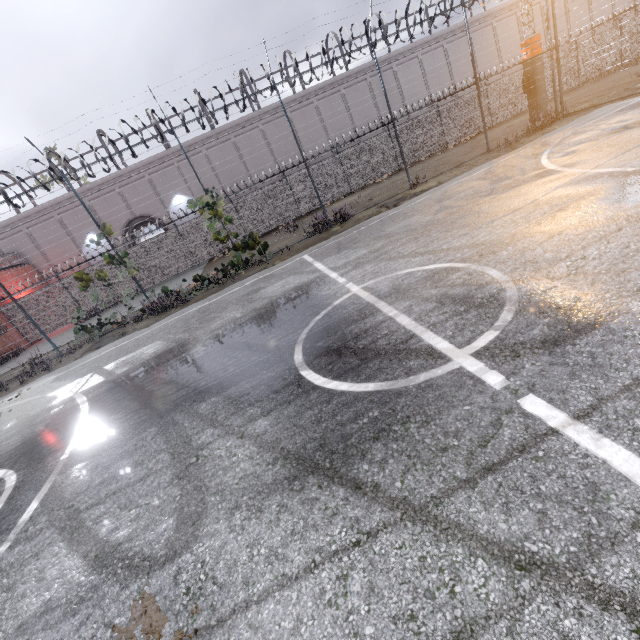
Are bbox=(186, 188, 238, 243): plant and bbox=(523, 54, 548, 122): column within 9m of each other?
no

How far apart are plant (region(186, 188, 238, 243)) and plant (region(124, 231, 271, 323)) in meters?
1.3 m

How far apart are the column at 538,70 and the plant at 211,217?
16.6 meters

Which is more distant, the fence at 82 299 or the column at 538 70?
the column at 538 70

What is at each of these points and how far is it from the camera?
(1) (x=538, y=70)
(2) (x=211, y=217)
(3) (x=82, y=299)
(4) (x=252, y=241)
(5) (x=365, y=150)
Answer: (1) column, 15.9m
(2) plant, 12.3m
(3) fence, 21.1m
(4) plant, 12.9m
(5) fence, 22.4m

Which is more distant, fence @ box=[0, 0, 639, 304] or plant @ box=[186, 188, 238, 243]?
plant @ box=[186, 188, 238, 243]

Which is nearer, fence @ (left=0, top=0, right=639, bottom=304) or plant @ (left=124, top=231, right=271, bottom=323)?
fence @ (left=0, top=0, right=639, bottom=304)

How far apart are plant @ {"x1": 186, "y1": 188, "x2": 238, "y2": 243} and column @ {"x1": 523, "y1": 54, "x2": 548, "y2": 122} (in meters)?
16.60
